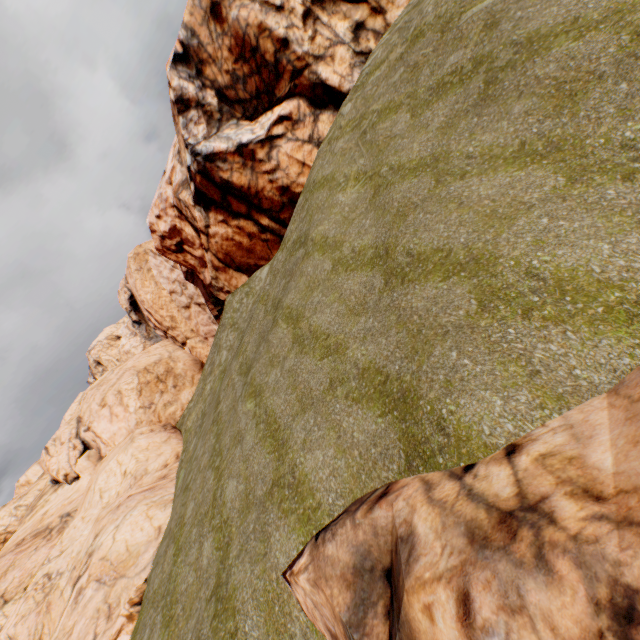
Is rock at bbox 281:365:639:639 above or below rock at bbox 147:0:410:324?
below

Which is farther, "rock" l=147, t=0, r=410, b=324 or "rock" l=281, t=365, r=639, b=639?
"rock" l=147, t=0, r=410, b=324

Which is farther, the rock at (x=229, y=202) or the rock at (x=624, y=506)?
the rock at (x=229, y=202)

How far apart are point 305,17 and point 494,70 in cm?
1381

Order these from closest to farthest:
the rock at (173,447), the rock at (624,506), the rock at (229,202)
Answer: the rock at (624,506), the rock at (173,447), the rock at (229,202)

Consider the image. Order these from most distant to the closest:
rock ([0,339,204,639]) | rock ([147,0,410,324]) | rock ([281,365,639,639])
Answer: rock ([147,0,410,324])
rock ([0,339,204,639])
rock ([281,365,639,639])
